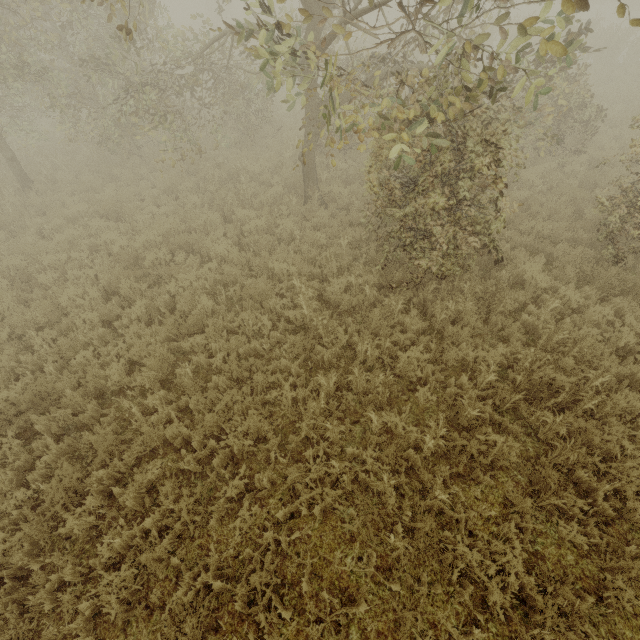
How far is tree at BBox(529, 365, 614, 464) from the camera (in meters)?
4.57

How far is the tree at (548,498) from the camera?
4.06m

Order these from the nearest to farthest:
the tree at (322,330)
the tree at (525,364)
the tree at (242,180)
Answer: the tree at (525,364), the tree at (322,330), the tree at (242,180)

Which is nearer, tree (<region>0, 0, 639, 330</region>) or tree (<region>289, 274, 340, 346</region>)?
tree (<region>0, 0, 639, 330</region>)

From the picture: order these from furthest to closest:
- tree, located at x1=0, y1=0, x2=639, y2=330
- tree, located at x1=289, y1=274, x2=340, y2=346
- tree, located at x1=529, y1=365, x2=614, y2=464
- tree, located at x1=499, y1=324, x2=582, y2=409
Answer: tree, located at x1=289, y1=274, x2=340, y2=346, tree, located at x1=499, y1=324, x2=582, y2=409, tree, located at x1=529, y1=365, x2=614, y2=464, tree, located at x1=0, y1=0, x2=639, y2=330

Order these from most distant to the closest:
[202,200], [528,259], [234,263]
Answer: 1. [202,200]
2. [234,263]
3. [528,259]
